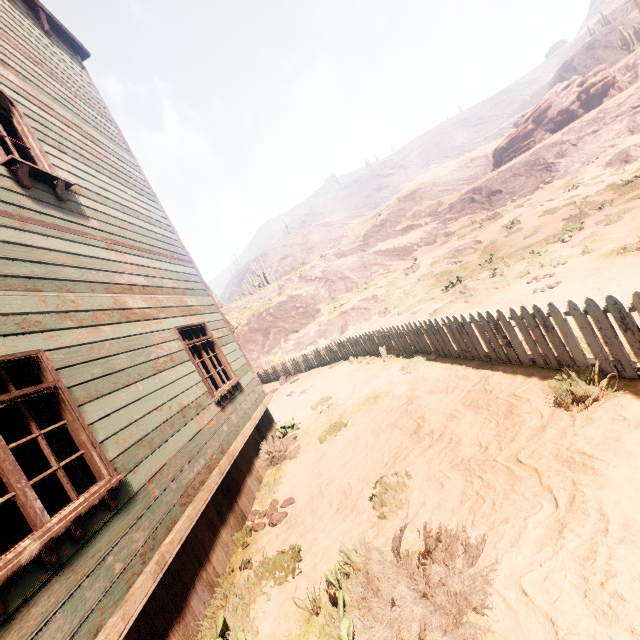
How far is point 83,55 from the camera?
8.3m

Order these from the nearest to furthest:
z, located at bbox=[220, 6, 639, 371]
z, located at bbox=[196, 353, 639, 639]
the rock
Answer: z, located at bbox=[196, 353, 639, 639] → z, located at bbox=[220, 6, 639, 371] → the rock

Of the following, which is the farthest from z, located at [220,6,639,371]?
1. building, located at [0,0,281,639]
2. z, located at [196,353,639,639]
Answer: building, located at [0,0,281,639]

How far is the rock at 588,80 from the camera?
32.9m

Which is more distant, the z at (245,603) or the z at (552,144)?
the z at (552,144)

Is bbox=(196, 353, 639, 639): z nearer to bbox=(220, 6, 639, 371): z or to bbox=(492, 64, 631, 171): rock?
bbox=(220, 6, 639, 371): z

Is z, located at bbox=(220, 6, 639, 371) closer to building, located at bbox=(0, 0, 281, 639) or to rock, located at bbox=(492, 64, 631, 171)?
rock, located at bbox=(492, 64, 631, 171)

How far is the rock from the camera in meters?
32.9 m
